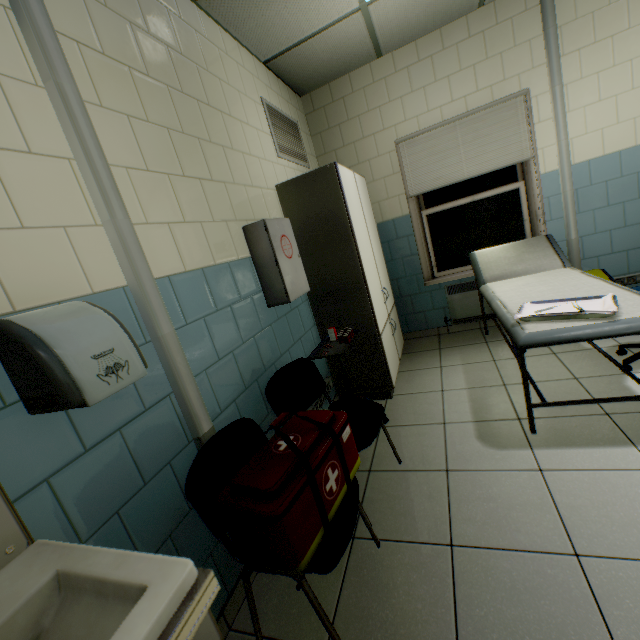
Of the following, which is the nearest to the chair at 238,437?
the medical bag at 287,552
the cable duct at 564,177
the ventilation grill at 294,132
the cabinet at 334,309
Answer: the medical bag at 287,552

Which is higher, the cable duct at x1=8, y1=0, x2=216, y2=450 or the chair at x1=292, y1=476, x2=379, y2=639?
the cable duct at x1=8, y1=0, x2=216, y2=450

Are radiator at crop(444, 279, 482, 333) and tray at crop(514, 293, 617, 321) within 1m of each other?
no

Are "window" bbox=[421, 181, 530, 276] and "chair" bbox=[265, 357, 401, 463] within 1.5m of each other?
no

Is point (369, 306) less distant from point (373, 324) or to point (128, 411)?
point (373, 324)

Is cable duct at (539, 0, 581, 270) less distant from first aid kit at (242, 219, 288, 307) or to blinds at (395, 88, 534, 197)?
blinds at (395, 88, 534, 197)

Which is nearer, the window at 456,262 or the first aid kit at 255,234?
the first aid kit at 255,234

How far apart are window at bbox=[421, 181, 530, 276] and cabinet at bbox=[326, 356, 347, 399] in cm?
144
